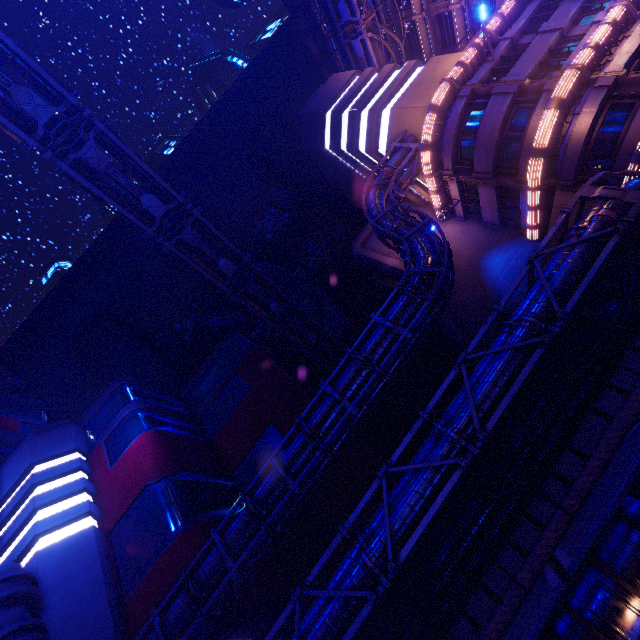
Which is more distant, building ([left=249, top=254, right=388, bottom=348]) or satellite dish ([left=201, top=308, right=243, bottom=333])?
satellite dish ([left=201, top=308, right=243, bottom=333])

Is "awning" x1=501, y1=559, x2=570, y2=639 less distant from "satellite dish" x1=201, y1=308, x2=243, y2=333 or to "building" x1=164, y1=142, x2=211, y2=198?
"building" x1=164, y1=142, x2=211, y2=198

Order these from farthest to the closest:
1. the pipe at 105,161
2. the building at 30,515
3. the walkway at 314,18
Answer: the walkway at 314,18 → the building at 30,515 → the pipe at 105,161

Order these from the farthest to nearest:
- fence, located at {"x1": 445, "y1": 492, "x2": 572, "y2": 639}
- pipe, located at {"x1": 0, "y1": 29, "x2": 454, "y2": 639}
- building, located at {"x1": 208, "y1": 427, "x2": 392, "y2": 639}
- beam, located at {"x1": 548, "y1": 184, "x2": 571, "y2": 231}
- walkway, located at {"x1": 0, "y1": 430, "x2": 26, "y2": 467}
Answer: walkway, located at {"x1": 0, "y1": 430, "x2": 26, "y2": 467}, beam, located at {"x1": 548, "y1": 184, "x2": 571, "y2": 231}, building, located at {"x1": 208, "y1": 427, "x2": 392, "y2": 639}, pipe, located at {"x1": 0, "y1": 29, "x2": 454, "y2": 639}, fence, located at {"x1": 445, "y1": 492, "x2": 572, "y2": 639}

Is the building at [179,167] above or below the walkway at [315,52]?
above

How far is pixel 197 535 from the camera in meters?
21.4

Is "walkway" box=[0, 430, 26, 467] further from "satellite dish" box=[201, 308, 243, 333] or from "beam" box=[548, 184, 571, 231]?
"beam" box=[548, 184, 571, 231]

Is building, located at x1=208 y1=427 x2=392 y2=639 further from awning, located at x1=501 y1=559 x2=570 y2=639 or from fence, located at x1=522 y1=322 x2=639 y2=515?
awning, located at x1=501 y1=559 x2=570 y2=639
